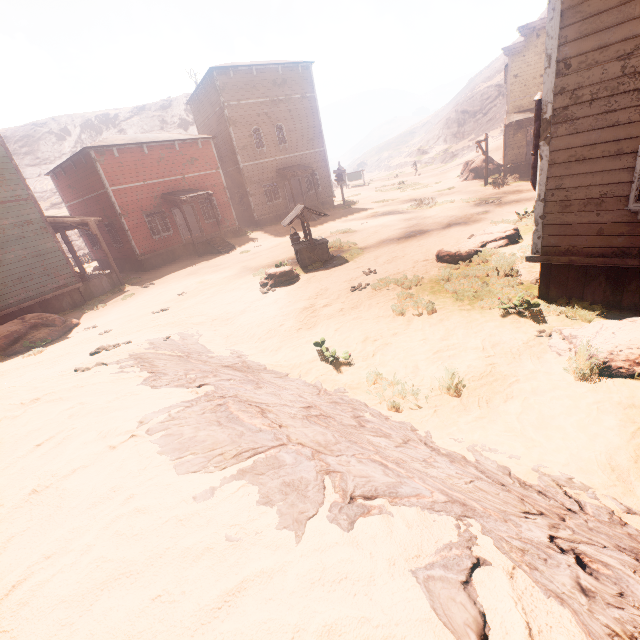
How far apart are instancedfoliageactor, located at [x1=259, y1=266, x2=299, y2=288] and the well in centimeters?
68cm

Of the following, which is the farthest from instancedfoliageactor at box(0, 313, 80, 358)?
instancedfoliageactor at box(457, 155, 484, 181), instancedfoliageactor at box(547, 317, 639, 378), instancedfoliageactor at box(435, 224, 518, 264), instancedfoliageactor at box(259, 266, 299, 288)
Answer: instancedfoliageactor at box(457, 155, 484, 181)

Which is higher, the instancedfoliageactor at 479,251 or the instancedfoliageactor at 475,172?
the instancedfoliageactor at 475,172

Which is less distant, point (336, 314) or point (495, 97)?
point (336, 314)

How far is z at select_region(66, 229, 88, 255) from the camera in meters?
34.1 m

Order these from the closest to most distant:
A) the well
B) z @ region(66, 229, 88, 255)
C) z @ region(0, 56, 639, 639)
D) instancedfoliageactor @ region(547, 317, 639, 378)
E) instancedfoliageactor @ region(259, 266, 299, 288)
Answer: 1. z @ region(0, 56, 639, 639)
2. instancedfoliageactor @ region(547, 317, 639, 378)
3. instancedfoliageactor @ region(259, 266, 299, 288)
4. the well
5. z @ region(66, 229, 88, 255)

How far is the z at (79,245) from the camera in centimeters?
3412cm

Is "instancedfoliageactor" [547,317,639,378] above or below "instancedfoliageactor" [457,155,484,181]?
below
